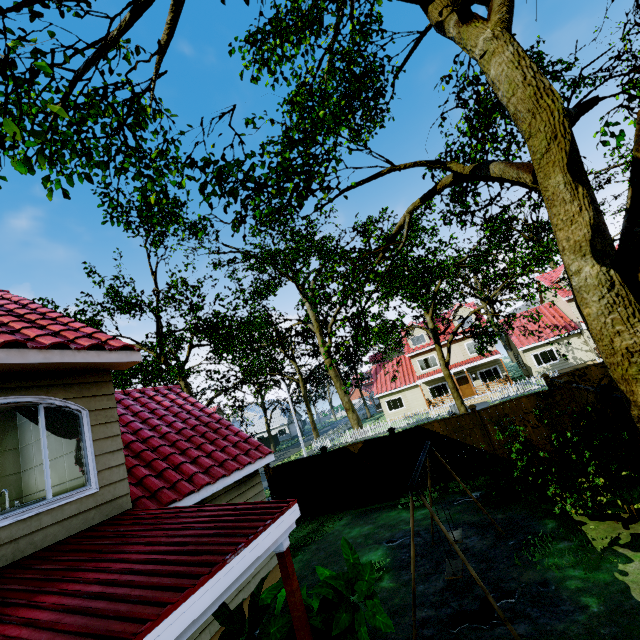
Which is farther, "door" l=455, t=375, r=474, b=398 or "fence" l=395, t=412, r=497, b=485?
"door" l=455, t=375, r=474, b=398

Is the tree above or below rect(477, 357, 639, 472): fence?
above

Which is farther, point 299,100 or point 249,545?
point 299,100

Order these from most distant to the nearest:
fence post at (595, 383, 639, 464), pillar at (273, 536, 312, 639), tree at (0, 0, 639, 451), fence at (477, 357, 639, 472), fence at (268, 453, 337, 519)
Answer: fence at (268, 453, 337, 519) < fence at (477, 357, 639, 472) < fence post at (595, 383, 639, 464) < pillar at (273, 536, 312, 639) < tree at (0, 0, 639, 451)

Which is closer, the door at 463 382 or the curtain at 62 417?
the curtain at 62 417

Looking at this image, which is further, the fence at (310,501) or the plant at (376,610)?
the fence at (310,501)

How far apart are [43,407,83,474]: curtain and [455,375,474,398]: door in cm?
3245

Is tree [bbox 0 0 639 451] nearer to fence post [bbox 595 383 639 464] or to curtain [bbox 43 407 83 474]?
curtain [bbox 43 407 83 474]
